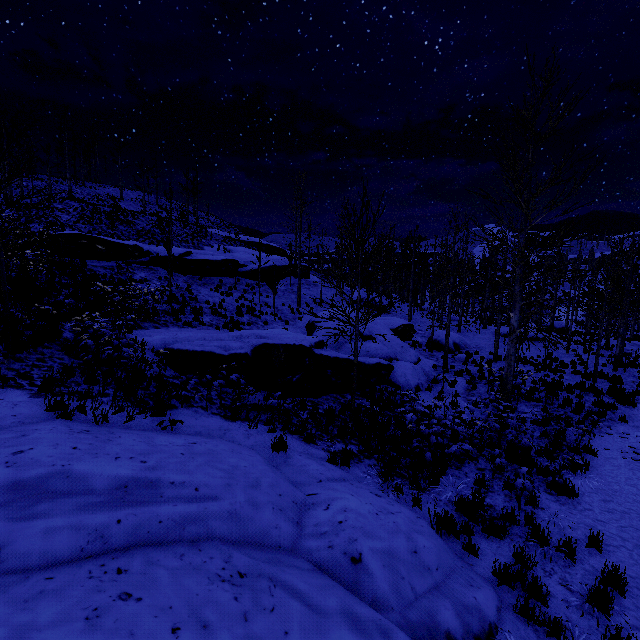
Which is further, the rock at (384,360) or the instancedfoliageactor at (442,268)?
the rock at (384,360)

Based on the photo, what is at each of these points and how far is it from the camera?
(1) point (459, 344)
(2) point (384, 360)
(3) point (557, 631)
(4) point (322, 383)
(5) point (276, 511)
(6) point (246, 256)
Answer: (1) rock, 24.2 meters
(2) rock, 14.9 meters
(3) instancedfoliageactor, 4.0 meters
(4) rock, 11.9 meters
(5) rock, 4.4 meters
(6) rock, 30.6 meters

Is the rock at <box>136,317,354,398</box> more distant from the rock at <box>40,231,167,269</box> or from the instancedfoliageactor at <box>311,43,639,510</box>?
the rock at <box>40,231,167,269</box>

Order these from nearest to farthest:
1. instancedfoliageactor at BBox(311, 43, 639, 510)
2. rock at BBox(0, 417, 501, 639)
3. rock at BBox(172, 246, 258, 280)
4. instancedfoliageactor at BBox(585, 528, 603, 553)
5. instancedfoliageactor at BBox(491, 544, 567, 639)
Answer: rock at BBox(0, 417, 501, 639), instancedfoliageactor at BBox(491, 544, 567, 639), instancedfoliageactor at BBox(585, 528, 603, 553), instancedfoliageactor at BBox(311, 43, 639, 510), rock at BBox(172, 246, 258, 280)

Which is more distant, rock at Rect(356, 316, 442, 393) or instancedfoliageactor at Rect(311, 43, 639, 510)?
rock at Rect(356, 316, 442, 393)

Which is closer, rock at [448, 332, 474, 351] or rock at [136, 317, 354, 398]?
rock at [136, 317, 354, 398]

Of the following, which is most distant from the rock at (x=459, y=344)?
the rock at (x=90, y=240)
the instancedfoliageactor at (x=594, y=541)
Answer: the instancedfoliageactor at (x=594, y=541)

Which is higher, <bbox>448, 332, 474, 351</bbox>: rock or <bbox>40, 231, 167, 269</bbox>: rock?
<bbox>40, 231, 167, 269</bbox>: rock
